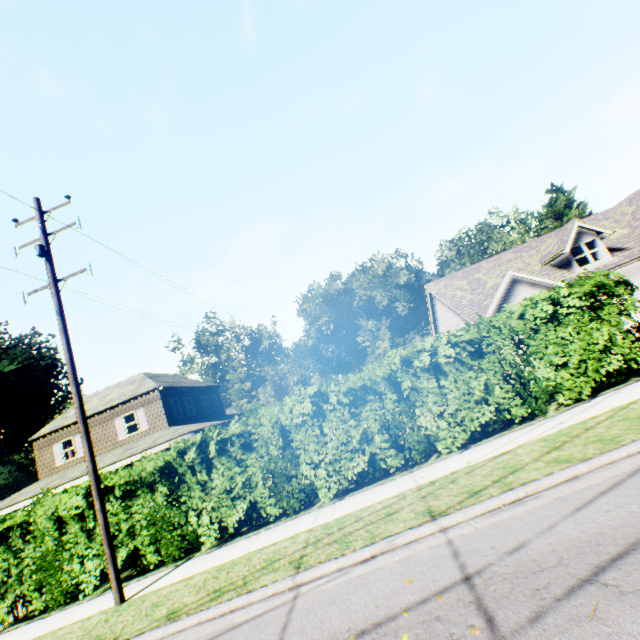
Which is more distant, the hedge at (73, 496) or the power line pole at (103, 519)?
the hedge at (73, 496)

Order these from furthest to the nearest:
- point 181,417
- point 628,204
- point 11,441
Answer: point 11,441 → point 181,417 → point 628,204

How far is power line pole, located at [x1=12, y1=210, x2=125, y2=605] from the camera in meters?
8.0 m

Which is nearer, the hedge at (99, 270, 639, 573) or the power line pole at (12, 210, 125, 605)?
the power line pole at (12, 210, 125, 605)
